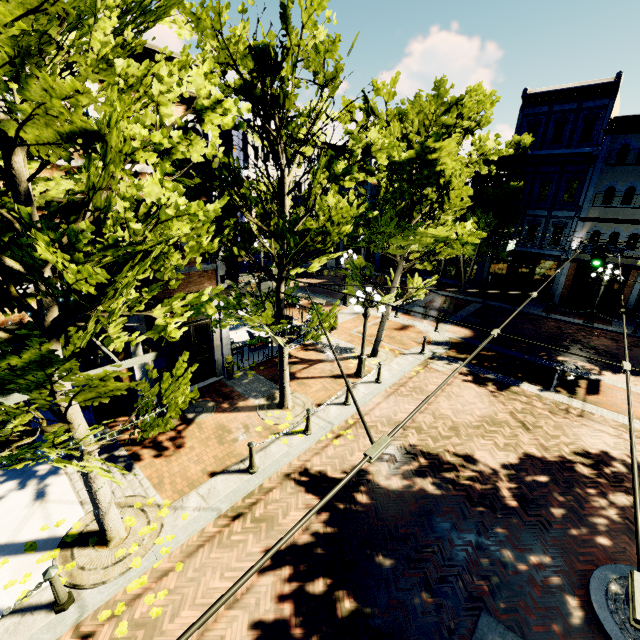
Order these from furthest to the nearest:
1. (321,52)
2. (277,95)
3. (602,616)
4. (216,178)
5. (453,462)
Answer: (453,462)
(216,178)
(277,95)
(602,616)
(321,52)

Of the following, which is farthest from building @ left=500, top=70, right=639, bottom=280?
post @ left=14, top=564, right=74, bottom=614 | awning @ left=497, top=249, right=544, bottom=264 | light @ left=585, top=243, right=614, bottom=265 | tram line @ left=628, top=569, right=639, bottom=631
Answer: post @ left=14, top=564, right=74, bottom=614

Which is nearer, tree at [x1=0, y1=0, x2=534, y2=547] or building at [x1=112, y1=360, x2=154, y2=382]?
tree at [x1=0, y1=0, x2=534, y2=547]

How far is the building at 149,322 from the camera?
9.1 meters

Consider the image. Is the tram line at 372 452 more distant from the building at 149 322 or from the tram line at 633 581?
the building at 149 322

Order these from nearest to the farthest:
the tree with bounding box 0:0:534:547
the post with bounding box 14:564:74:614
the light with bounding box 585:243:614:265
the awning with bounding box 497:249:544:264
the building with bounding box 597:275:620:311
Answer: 1. the tree with bounding box 0:0:534:547
2. the post with bounding box 14:564:74:614
3. the light with bounding box 585:243:614:265
4. the building with bounding box 597:275:620:311
5. the awning with bounding box 497:249:544:264

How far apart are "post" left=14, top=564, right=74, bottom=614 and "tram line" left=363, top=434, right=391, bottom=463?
6.2 meters

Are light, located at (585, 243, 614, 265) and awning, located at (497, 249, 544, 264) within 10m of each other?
yes
